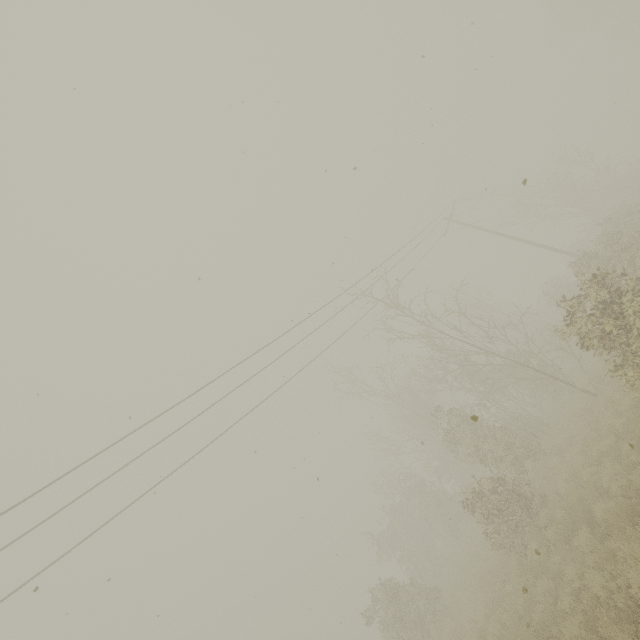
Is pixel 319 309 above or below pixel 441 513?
above

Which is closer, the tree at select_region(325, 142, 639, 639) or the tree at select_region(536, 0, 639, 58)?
the tree at select_region(325, 142, 639, 639)

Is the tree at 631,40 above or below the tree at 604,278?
above

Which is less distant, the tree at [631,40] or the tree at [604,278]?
the tree at [604,278]

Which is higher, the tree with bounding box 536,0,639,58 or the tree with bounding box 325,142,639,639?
the tree with bounding box 536,0,639,58
